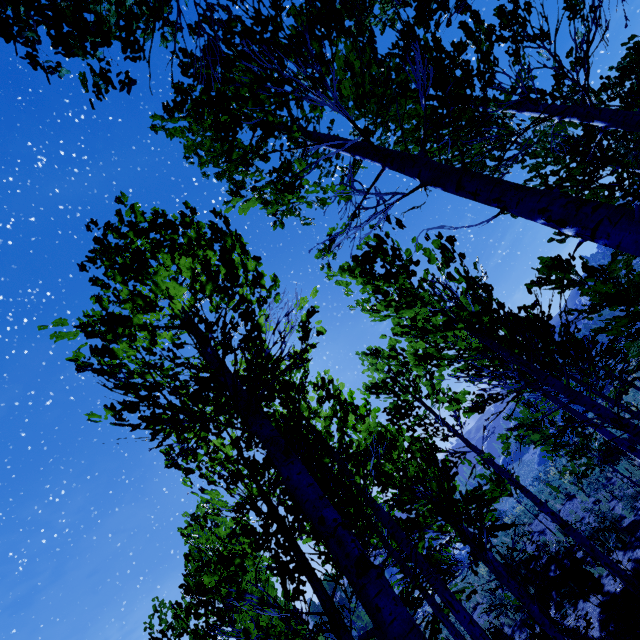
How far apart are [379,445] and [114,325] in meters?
5.1
